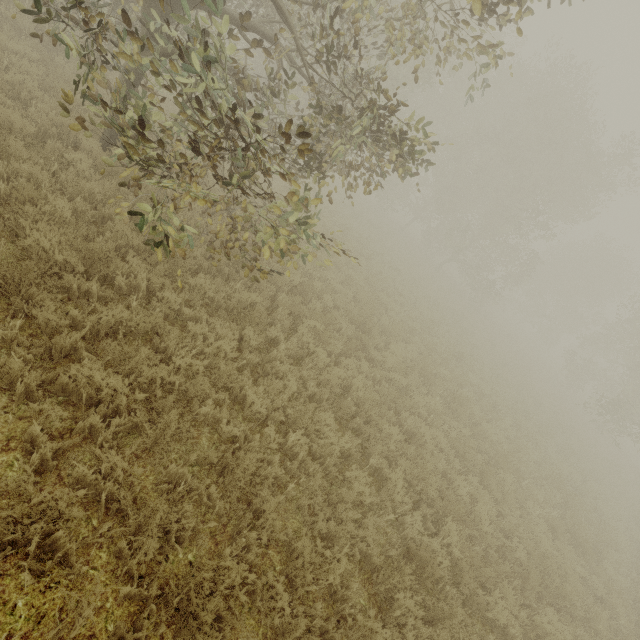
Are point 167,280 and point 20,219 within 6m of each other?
yes
